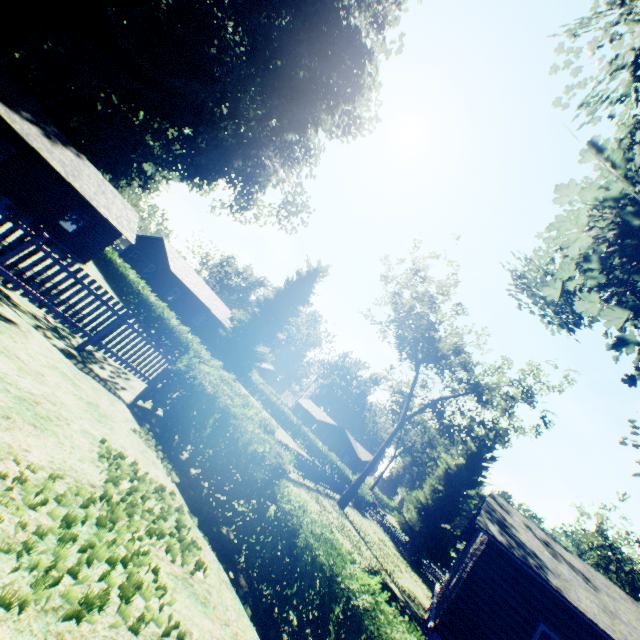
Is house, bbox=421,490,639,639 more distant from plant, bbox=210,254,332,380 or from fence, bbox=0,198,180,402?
fence, bbox=0,198,180,402

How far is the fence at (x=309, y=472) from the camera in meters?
18.9

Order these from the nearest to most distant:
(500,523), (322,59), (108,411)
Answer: (108,411) → (500,523) → (322,59)

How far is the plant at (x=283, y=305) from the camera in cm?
4069

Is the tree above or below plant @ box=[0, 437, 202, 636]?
above

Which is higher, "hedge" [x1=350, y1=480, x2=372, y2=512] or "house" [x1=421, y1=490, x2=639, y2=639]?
"house" [x1=421, y1=490, x2=639, y2=639]

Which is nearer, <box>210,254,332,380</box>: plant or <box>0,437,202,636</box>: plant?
<box>0,437,202,636</box>: plant

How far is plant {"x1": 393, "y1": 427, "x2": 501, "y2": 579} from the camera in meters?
30.3 m
